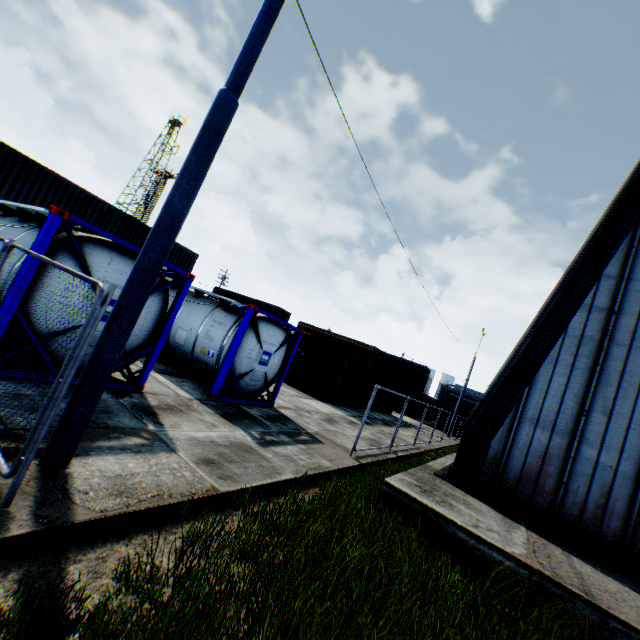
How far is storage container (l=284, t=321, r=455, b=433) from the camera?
19.5m

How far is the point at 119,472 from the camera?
4.09m

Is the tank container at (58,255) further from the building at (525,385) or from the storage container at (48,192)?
the storage container at (48,192)

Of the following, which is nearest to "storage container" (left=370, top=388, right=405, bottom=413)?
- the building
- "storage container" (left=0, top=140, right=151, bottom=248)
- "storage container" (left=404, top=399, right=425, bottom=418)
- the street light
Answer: "storage container" (left=404, top=399, right=425, bottom=418)

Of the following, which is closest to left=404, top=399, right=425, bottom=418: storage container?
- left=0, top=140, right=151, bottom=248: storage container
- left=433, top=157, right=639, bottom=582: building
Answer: left=433, top=157, right=639, bottom=582: building

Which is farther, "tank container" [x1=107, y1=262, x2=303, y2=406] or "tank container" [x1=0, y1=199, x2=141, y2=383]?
"tank container" [x1=107, y1=262, x2=303, y2=406]

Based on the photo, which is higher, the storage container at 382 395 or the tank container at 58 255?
the tank container at 58 255

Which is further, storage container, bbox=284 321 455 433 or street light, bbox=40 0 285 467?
storage container, bbox=284 321 455 433
